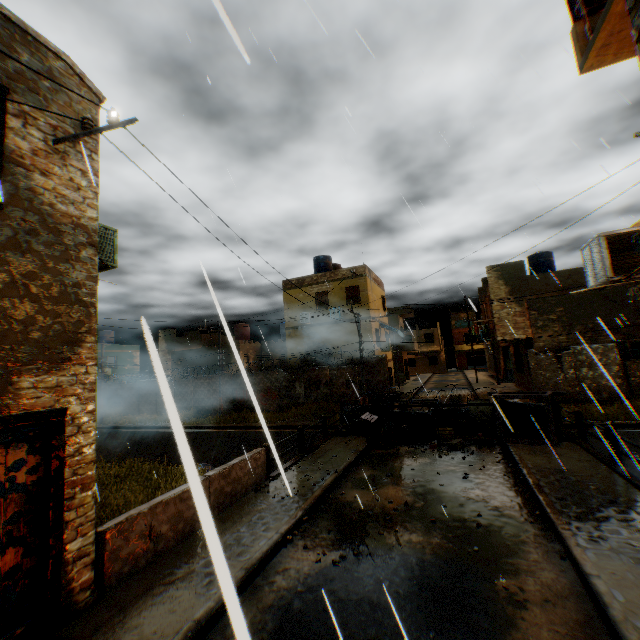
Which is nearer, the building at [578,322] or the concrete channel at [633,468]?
the concrete channel at [633,468]

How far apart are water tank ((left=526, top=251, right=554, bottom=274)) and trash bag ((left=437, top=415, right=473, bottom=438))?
16.56m

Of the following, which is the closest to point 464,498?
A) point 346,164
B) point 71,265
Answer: point 346,164

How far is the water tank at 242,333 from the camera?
34.4m

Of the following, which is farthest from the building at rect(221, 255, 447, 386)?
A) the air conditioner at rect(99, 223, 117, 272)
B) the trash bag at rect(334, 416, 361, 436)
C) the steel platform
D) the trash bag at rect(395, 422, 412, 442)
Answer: the trash bag at rect(395, 422, 412, 442)

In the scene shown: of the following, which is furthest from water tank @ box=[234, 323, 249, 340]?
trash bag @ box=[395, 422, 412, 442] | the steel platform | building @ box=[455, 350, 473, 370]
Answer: building @ box=[455, 350, 473, 370]

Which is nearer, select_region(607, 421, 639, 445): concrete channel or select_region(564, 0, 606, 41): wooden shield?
select_region(564, 0, 606, 41): wooden shield

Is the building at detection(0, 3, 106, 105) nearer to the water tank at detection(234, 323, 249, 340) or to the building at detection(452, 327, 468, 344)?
the water tank at detection(234, 323, 249, 340)
